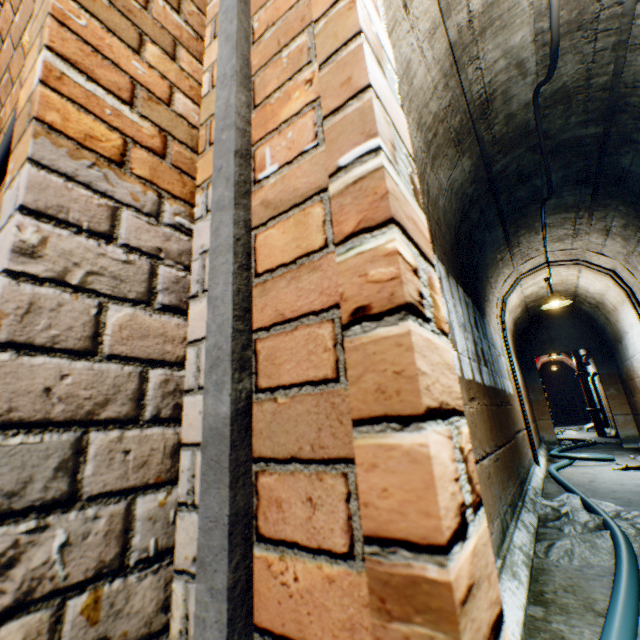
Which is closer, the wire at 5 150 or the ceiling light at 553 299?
the wire at 5 150

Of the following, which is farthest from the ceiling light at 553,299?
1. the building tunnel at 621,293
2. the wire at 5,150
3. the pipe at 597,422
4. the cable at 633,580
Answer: the wire at 5,150

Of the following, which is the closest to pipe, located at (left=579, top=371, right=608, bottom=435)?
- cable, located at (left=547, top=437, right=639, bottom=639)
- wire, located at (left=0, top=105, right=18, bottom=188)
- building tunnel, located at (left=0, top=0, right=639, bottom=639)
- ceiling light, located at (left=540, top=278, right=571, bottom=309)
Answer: building tunnel, located at (left=0, top=0, right=639, bottom=639)

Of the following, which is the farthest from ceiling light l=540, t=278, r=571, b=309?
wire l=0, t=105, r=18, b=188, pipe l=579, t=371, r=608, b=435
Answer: wire l=0, t=105, r=18, b=188

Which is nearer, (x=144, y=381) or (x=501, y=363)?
(x=144, y=381)

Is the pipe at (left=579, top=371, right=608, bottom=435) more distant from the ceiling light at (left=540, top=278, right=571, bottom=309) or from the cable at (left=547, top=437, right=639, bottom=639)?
the ceiling light at (left=540, top=278, right=571, bottom=309)

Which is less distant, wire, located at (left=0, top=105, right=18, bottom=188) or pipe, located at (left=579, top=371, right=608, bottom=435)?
wire, located at (left=0, top=105, right=18, bottom=188)

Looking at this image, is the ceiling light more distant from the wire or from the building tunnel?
the wire
